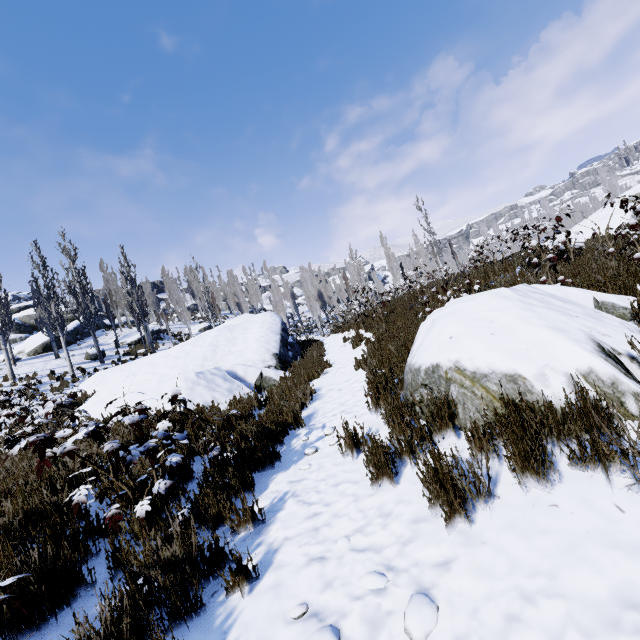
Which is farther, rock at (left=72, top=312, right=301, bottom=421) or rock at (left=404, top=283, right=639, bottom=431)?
rock at (left=72, top=312, right=301, bottom=421)

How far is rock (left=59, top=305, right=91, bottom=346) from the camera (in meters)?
29.26

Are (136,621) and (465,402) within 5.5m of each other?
yes

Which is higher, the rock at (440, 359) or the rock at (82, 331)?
the rock at (82, 331)

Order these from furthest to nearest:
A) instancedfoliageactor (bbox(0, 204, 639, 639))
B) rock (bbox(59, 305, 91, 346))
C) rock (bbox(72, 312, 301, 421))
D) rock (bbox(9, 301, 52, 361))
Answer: rock (bbox(59, 305, 91, 346)) < rock (bbox(9, 301, 52, 361)) < rock (bbox(72, 312, 301, 421)) < instancedfoliageactor (bbox(0, 204, 639, 639))

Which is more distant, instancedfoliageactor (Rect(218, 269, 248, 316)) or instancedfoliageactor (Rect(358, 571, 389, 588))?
instancedfoliageactor (Rect(218, 269, 248, 316))

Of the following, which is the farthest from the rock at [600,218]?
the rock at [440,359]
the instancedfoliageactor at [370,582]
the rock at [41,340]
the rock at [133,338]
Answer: the rock at [41,340]

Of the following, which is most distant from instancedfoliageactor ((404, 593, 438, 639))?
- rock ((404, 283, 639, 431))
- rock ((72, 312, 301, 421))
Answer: rock ((72, 312, 301, 421))
